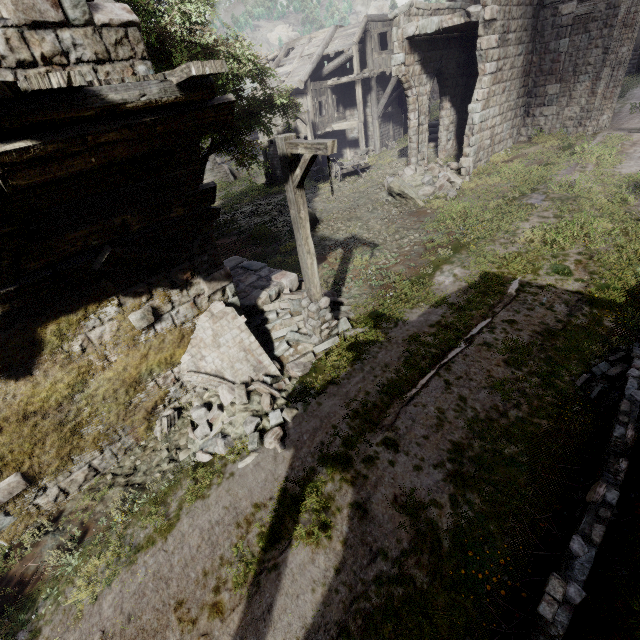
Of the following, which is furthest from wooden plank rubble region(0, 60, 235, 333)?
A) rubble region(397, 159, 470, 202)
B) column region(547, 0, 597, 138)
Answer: column region(547, 0, 597, 138)

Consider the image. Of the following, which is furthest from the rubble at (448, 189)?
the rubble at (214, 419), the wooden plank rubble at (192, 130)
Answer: the wooden plank rubble at (192, 130)

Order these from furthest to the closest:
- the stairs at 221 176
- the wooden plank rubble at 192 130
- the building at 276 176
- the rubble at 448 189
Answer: the stairs at 221 176
the building at 276 176
the rubble at 448 189
the wooden plank rubble at 192 130

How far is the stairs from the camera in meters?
34.0

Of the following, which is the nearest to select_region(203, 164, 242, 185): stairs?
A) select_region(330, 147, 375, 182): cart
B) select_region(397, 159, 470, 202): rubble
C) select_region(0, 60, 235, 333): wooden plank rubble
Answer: select_region(330, 147, 375, 182): cart

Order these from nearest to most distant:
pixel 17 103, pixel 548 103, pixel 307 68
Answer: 1. pixel 17 103
2. pixel 548 103
3. pixel 307 68

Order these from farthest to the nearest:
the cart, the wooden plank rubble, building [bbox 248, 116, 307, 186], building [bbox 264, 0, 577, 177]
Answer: building [bbox 248, 116, 307, 186] → the cart → building [bbox 264, 0, 577, 177] → the wooden plank rubble

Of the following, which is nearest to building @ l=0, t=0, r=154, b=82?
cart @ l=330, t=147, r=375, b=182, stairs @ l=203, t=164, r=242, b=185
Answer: cart @ l=330, t=147, r=375, b=182
